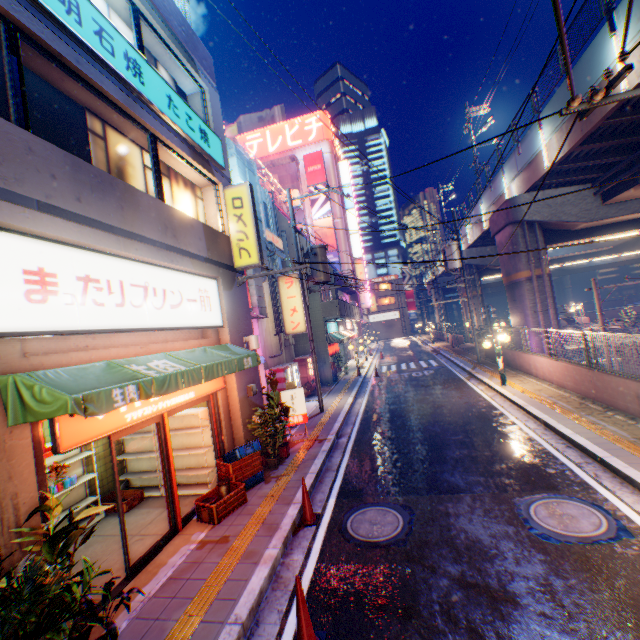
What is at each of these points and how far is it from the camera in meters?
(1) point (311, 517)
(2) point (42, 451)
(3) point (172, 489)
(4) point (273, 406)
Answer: (1) road cone, 6.3
(2) door, 4.2
(3) door, 6.4
(4) plants, 9.8

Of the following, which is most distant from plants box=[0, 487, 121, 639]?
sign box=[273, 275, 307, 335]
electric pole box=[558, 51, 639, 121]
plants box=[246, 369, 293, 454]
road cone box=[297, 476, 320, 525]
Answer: sign box=[273, 275, 307, 335]

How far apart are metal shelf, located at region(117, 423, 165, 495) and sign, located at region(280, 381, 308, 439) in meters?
2.9 m

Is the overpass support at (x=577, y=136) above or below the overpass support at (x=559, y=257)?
above

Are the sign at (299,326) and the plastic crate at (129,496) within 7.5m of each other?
no

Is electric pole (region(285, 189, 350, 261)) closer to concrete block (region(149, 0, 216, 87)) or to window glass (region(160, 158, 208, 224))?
window glass (region(160, 158, 208, 224))

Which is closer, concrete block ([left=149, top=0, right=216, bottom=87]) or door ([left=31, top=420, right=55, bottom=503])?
door ([left=31, top=420, right=55, bottom=503])

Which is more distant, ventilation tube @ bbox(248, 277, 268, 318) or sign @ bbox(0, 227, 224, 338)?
ventilation tube @ bbox(248, 277, 268, 318)
